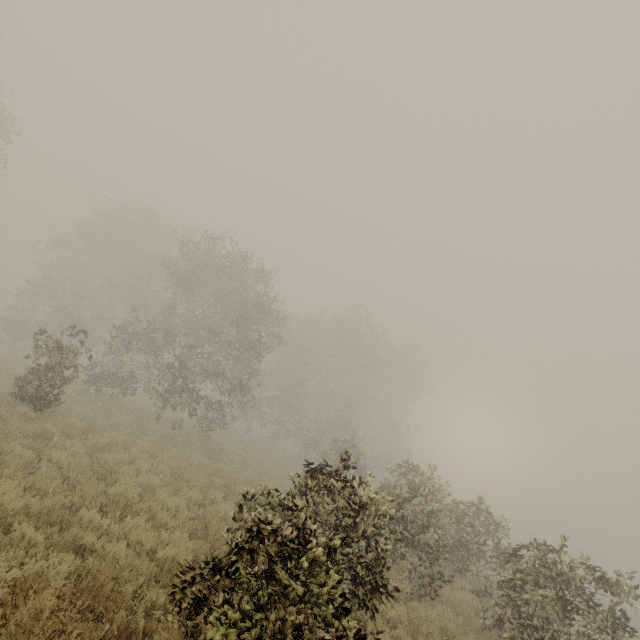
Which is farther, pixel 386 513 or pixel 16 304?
pixel 16 304

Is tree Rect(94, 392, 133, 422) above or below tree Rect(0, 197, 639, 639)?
below

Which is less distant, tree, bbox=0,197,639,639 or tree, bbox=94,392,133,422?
tree, bbox=0,197,639,639

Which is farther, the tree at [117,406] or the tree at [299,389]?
the tree at [117,406]

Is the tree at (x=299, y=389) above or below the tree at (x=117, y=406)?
above

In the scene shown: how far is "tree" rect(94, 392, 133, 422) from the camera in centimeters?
1495cm
